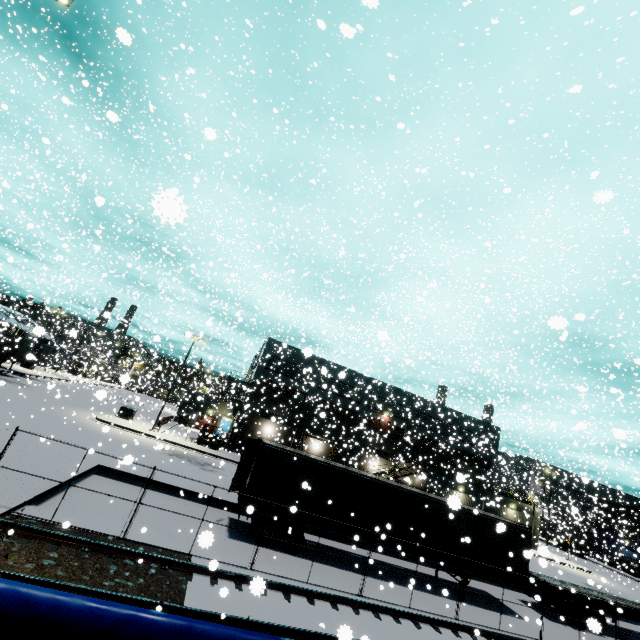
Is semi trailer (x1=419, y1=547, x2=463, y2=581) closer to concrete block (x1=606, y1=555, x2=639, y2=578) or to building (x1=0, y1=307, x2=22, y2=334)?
building (x1=0, y1=307, x2=22, y2=334)

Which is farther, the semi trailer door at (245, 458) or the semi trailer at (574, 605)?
the semi trailer at (574, 605)

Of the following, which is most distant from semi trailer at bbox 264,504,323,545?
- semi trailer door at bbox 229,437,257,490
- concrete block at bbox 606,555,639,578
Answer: concrete block at bbox 606,555,639,578

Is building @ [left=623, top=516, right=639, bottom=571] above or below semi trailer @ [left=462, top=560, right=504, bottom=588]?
above

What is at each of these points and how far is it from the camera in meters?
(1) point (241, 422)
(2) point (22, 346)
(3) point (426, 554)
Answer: (1) building, 41.8 m
(2) semi trailer, 36.9 m
(3) semi trailer, 15.5 m

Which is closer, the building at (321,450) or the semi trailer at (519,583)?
the semi trailer at (519,583)

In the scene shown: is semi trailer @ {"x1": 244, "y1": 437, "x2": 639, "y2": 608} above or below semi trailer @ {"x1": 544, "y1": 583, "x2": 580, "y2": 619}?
above

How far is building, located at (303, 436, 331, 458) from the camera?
38.3m
